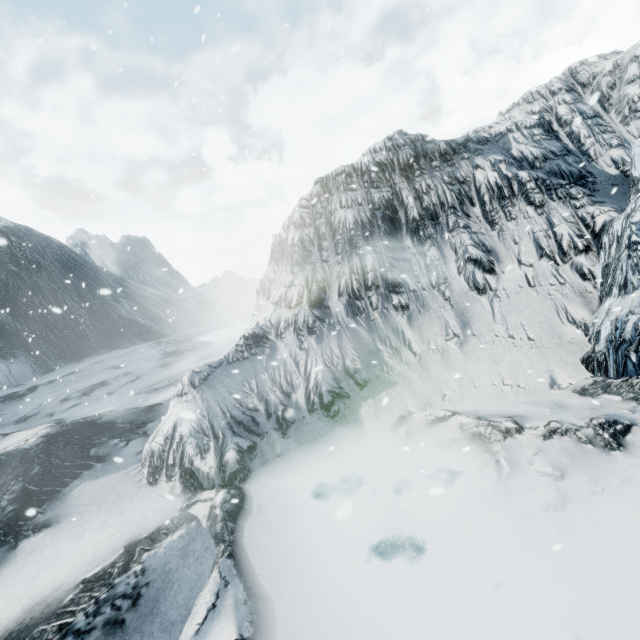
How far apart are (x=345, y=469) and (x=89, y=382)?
13.9 meters
